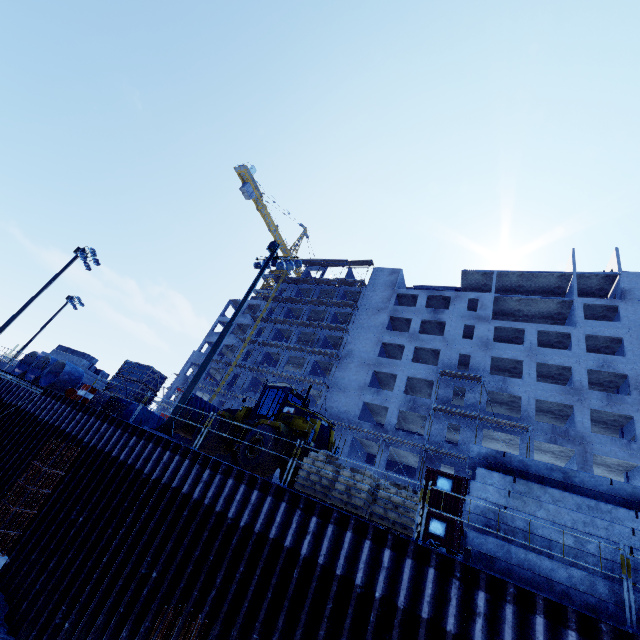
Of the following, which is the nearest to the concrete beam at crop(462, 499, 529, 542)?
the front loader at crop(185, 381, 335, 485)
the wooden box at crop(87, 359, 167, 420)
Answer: the front loader at crop(185, 381, 335, 485)

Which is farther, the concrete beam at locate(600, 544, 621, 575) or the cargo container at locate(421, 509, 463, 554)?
the cargo container at locate(421, 509, 463, 554)

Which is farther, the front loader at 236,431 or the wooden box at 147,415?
the wooden box at 147,415

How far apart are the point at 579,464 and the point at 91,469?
33.6m

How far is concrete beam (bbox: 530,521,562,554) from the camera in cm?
719

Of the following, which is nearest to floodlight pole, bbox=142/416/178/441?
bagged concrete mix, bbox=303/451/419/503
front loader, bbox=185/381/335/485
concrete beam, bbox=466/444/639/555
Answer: front loader, bbox=185/381/335/485

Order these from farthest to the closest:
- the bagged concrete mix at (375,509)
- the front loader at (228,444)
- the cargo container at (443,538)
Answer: the cargo container at (443,538) → the front loader at (228,444) → the bagged concrete mix at (375,509)

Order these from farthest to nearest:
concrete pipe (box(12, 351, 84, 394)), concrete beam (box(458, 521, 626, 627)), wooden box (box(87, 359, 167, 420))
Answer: concrete pipe (box(12, 351, 84, 394)) < wooden box (box(87, 359, 167, 420)) < concrete beam (box(458, 521, 626, 627))
